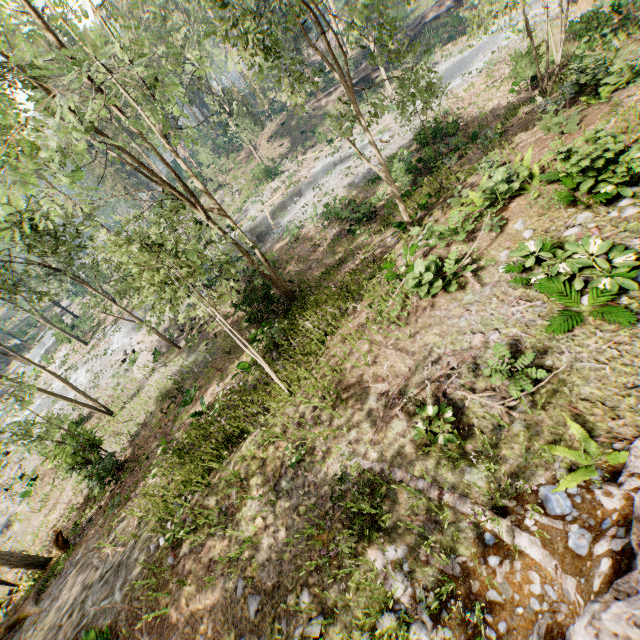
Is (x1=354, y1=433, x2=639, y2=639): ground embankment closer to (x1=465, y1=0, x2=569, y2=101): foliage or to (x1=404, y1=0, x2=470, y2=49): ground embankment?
(x1=465, y1=0, x2=569, y2=101): foliage

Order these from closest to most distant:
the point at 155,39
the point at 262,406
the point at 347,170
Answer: the point at 262,406
the point at 155,39
the point at 347,170

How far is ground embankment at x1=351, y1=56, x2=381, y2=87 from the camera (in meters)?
40.84

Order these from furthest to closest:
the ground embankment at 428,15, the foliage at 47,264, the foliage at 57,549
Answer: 1. the ground embankment at 428,15
2. the foliage at 57,549
3. the foliage at 47,264

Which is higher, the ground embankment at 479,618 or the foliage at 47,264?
the foliage at 47,264

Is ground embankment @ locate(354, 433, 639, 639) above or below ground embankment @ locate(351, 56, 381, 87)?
above
